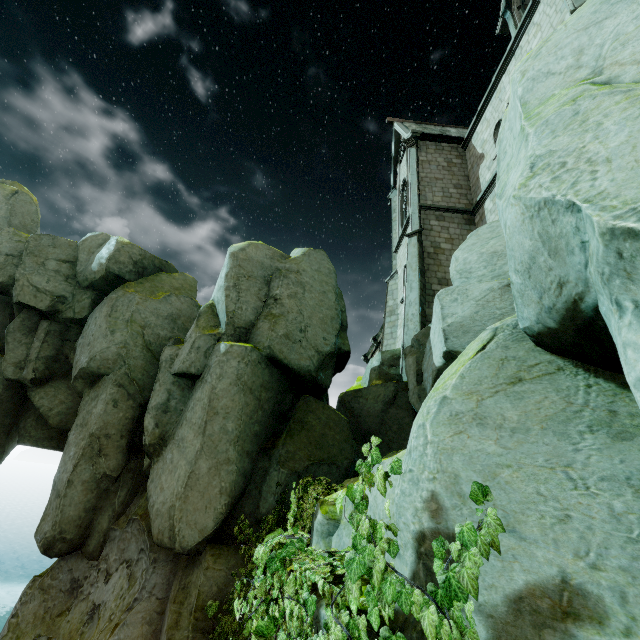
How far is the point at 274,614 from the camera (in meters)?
3.40

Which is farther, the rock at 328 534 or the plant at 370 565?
the rock at 328 534

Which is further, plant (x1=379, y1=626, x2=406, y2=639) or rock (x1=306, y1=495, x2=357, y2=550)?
rock (x1=306, y1=495, x2=357, y2=550)

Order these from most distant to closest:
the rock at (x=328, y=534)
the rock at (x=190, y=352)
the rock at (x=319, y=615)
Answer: the rock at (x=328, y=534) → the rock at (x=319, y=615) → the rock at (x=190, y=352)

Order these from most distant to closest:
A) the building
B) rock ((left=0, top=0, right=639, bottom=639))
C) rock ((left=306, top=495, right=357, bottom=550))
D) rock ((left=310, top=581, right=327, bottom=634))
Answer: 1. the building
2. rock ((left=306, top=495, right=357, bottom=550))
3. rock ((left=310, top=581, right=327, bottom=634))
4. rock ((left=0, top=0, right=639, bottom=639))

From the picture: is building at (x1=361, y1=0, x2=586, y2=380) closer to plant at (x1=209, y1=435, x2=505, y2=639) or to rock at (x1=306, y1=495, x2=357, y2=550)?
rock at (x1=306, y1=495, x2=357, y2=550)

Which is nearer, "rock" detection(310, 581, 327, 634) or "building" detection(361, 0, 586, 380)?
"rock" detection(310, 581, 327, 634)
